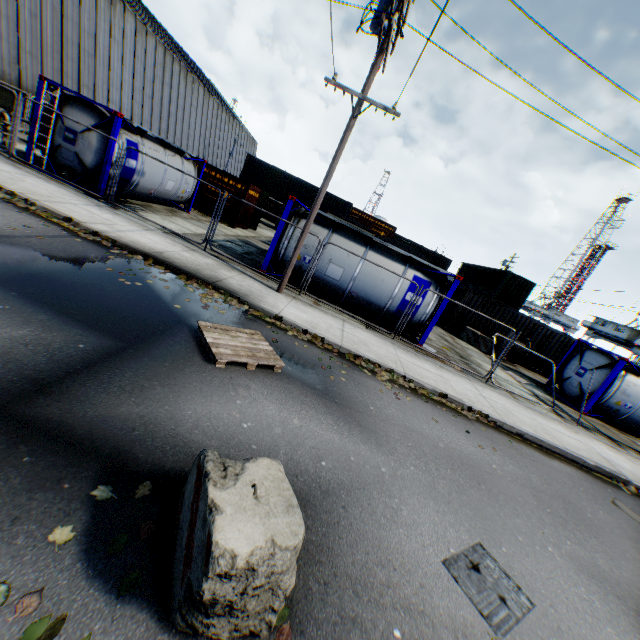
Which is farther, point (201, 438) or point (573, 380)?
point (573, 380)

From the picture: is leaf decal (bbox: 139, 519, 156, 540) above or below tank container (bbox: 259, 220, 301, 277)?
below

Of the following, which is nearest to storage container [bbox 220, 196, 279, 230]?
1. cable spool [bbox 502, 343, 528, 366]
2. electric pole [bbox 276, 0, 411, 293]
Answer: electric pole [bbox 276, 0, 411, 293]

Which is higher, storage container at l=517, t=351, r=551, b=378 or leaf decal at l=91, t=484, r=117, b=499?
storage container at l=517, t=351, r=551, b=378

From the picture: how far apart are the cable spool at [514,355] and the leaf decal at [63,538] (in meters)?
20.32

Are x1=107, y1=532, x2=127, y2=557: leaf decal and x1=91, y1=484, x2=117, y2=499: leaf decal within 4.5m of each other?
yes

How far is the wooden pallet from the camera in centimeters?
536cm

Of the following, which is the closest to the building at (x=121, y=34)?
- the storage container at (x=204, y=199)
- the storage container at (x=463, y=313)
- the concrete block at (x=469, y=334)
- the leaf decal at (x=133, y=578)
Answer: the storage container at (x=204, y=199)
